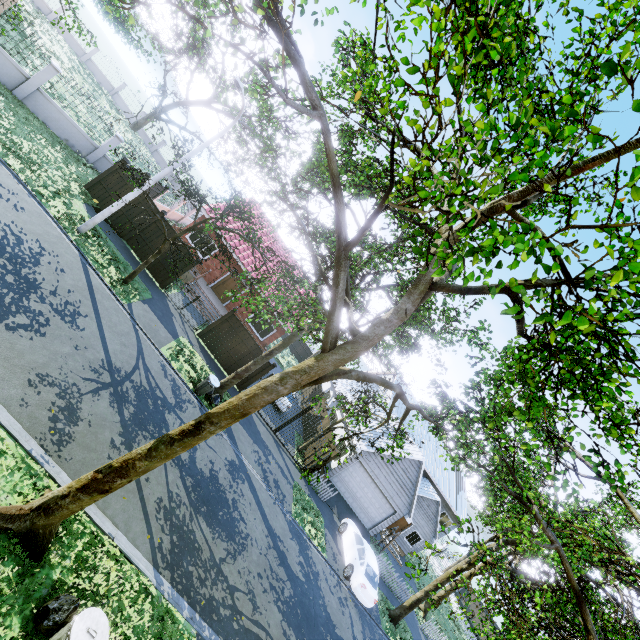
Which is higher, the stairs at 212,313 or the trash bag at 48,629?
the stairs at 212,313

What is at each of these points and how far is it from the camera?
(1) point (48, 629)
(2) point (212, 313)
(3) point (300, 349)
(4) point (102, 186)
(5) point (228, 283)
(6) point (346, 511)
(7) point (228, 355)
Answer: (1) trash bag, 5.0m
(2) stairs, 20.7m
(3) fence, 41.8m
(4) fence, 16.1m
(5) door, 22.9m
(6) garage entrance, 21.4m
(7) fence, 18.0m

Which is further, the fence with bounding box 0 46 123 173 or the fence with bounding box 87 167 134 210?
Answer: the fence with bounding box 87 167 134 210

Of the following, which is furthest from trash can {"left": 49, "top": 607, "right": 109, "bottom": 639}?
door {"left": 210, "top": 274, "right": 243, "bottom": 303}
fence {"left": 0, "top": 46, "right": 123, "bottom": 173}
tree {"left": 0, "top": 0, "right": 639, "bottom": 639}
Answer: door {"left": 210, "top": 274, "right": 243, "bottom": 303}

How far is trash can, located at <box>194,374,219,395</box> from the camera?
14.00m

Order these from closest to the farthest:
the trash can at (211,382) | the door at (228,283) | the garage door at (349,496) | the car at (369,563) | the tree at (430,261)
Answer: the tree at (430,261) → the trash can at (211,382) → the car at (369,563) → the garage door at (349,496) → the door at (228,283)

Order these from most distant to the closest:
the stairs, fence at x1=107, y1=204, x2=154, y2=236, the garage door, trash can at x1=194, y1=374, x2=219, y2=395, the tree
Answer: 1. the garage door
2. the stairs
3. fence at x1=107, y1=204, x2=154, y2=236
4. trash can at x1=194, y1=374, x2=219, y2=395
5. the tree

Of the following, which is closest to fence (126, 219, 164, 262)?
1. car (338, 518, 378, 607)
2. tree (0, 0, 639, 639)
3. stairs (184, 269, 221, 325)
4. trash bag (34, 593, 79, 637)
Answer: tree (0, 0, 639, 639)
